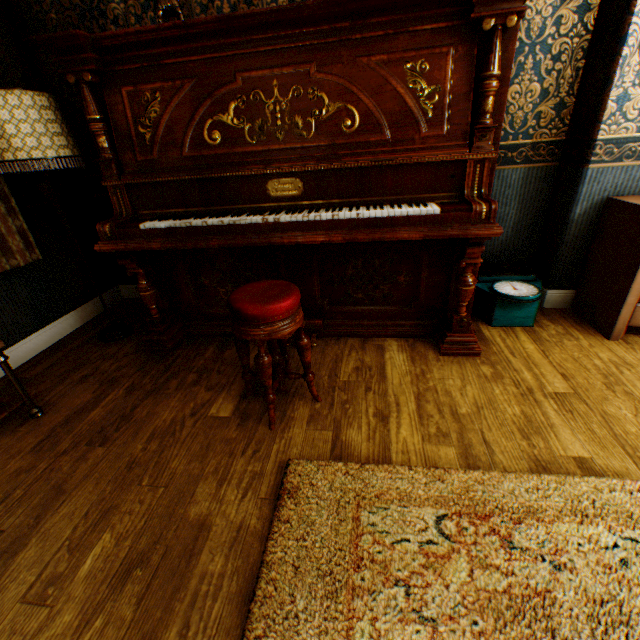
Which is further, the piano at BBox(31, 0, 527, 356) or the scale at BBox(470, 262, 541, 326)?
the scale at BBox(470, 262, 541, 326)

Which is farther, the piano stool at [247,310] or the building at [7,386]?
the building at [7,386]

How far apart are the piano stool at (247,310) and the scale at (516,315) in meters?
1.6 m

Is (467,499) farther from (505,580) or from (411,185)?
(411,185)

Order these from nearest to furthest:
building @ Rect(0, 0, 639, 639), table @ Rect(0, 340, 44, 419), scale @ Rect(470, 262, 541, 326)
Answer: building @ Rect(0, 0, 639, 639) < table @ Rect(0, 340, 44, 419) < scale @ Rect(470, 262, 541, 326)

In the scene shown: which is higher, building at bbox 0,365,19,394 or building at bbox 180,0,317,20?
building at bbox 180,0,317,20

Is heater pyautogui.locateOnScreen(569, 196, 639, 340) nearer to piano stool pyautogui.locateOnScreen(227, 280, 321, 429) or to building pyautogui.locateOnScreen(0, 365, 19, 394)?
building pyautogui.locateOnScreen(0, 365, 19, 394)

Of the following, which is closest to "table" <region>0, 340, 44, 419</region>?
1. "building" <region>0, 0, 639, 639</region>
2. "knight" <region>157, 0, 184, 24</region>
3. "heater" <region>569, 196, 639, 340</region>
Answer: "building" <region>0, 0, 639, 639</region>
